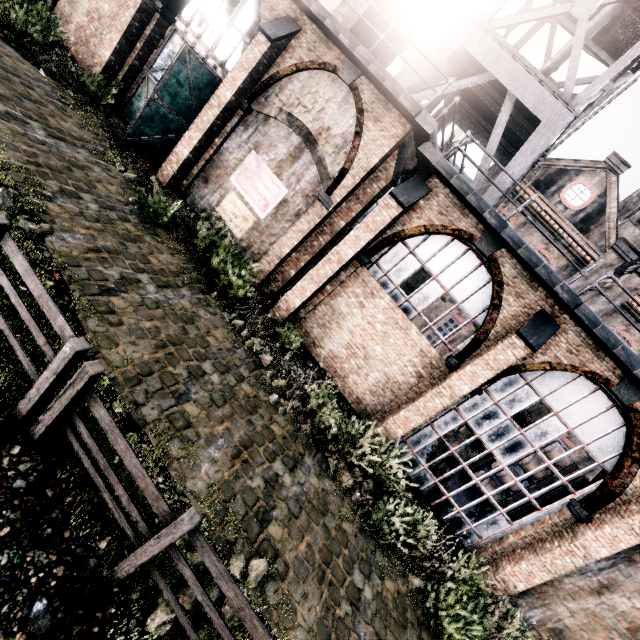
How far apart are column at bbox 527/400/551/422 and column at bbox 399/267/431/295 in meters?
6.5 m

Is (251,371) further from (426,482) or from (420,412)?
(426,482)

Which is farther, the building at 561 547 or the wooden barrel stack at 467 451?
the wooden barrel stack at 467 451

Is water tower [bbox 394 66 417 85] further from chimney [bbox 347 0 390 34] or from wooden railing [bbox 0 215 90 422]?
wooden railing [bbox 0 215 90 422]

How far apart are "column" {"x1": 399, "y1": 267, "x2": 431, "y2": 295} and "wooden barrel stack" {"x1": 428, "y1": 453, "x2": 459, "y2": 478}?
7.36m

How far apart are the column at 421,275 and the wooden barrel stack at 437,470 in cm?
736

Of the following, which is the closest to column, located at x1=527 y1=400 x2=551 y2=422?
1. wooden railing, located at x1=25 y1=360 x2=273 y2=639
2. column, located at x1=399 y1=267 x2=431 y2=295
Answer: column, located at x1=399 y1=267 x2=431 y2=295

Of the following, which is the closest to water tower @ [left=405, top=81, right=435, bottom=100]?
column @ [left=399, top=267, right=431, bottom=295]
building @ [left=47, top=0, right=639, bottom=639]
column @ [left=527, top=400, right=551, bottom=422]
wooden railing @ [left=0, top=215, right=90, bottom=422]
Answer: building @ [left=47, top=0, right=639, bottom=639]
